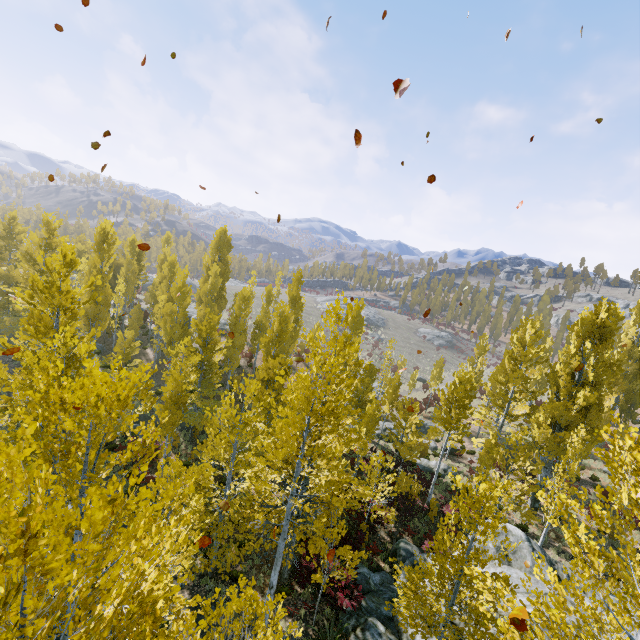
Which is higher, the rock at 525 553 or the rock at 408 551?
the rock at 525 553

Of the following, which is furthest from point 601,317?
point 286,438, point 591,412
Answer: point 286,438

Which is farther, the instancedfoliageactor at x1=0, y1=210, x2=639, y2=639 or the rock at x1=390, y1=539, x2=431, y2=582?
the rock at x1=390, y1=539, x2=431, y2=582

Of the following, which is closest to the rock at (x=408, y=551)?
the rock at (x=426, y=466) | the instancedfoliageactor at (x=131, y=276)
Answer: the instancedfoliageactor at (x=131, y=276)

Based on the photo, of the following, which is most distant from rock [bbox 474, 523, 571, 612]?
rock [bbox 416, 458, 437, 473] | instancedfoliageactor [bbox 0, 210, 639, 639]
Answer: rock [bbox 416, 458, 437, 473]

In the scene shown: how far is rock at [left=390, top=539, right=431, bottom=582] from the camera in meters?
13.0 m

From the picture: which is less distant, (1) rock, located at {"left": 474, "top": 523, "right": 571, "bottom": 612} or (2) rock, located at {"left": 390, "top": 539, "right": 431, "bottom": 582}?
(1) rock, located at {"left": 474, "top": 523, "right": 571, "bottom": 612}
